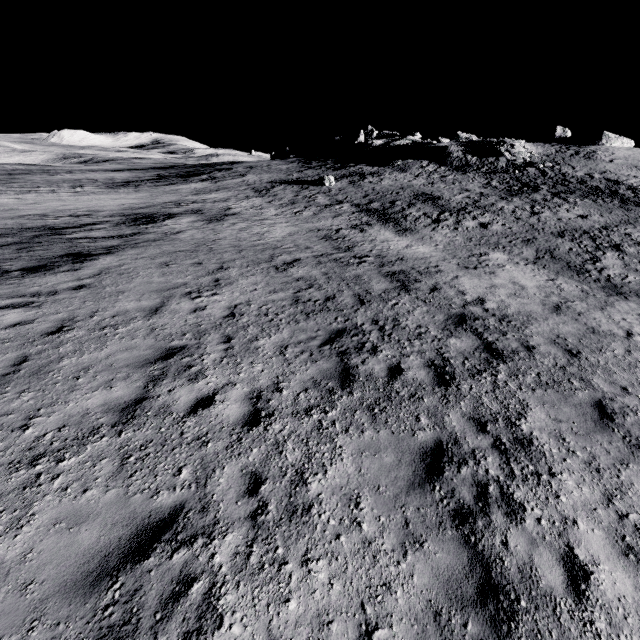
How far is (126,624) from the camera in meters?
3.1

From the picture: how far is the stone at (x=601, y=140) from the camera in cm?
5034

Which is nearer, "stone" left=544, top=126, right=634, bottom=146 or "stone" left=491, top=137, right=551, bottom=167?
"stone" left=491, top=137, right=551, bottom=167

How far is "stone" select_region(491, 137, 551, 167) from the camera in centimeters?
3975cm

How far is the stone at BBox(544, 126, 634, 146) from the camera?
50.3m

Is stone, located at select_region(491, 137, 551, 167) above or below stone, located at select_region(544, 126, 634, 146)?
below

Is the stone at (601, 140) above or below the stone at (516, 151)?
above
